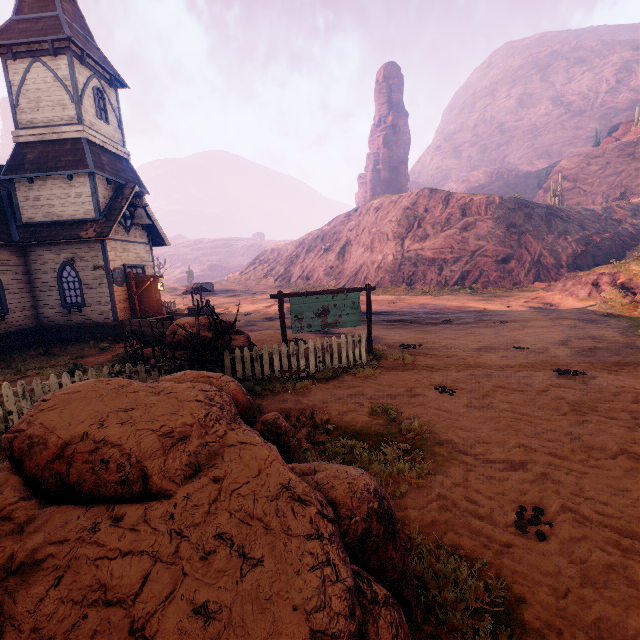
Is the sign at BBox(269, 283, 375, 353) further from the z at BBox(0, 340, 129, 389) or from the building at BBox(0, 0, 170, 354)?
the building at BBox(0, 0, 170, 354)

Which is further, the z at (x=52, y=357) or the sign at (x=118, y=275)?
the sign at (x=118, y=275)

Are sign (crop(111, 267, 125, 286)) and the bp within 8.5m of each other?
yes

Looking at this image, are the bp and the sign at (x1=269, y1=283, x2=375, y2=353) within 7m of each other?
no

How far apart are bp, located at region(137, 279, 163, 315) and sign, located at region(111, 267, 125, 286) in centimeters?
18cm

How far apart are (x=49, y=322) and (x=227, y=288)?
37.09m

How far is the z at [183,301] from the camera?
30.8 meters

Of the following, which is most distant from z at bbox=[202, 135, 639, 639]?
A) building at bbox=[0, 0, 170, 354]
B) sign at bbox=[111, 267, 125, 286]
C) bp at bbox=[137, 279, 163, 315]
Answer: sign at bbox=[111, 267, 125, 286]
